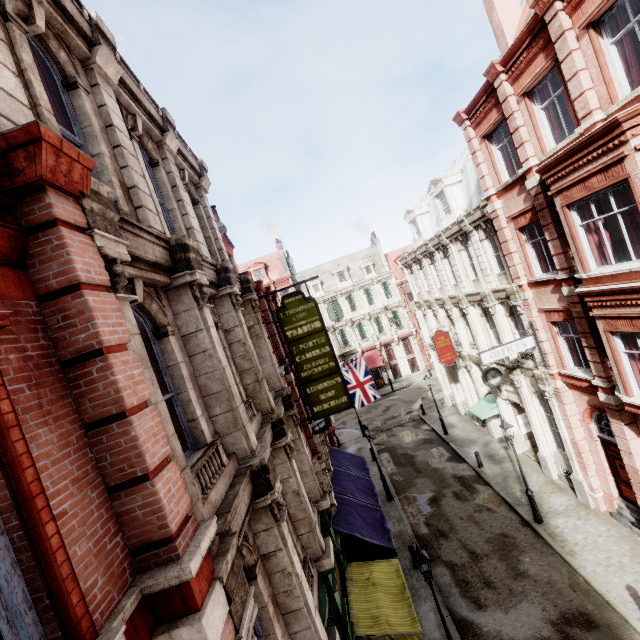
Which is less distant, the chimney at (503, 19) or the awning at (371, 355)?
the chimney at (503, 19)

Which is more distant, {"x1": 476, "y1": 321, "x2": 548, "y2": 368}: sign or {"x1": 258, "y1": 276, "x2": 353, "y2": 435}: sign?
{"x1": 476, "y1": 321, "x2": 548, "y2": 368}: sign

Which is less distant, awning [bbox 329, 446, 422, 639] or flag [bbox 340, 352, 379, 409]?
awning [bbox 329, 446, 422, 639]

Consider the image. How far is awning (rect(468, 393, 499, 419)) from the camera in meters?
19.8 m

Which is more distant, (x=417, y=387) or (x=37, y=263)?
(x=417, y=387)

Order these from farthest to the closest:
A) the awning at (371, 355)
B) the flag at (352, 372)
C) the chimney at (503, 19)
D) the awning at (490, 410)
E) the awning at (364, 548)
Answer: the awning at (371, 355) < the flag at (352, 372) < the awning at (490, 410) < the chimney at (503, 19) < the awning at (364, 548)

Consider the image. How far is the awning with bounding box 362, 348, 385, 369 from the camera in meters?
40.4 m

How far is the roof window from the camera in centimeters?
1877cm
